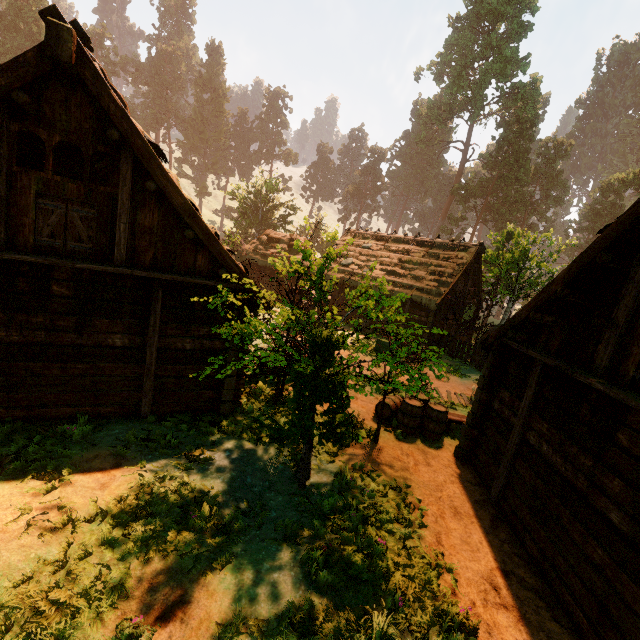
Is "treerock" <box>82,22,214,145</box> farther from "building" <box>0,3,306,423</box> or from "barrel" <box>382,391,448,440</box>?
"barrel" <box>382,391,448,440</box>

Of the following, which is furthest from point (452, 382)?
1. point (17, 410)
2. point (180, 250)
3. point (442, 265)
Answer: point (17, 410)

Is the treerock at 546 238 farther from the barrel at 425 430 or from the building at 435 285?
the barrel at 425 430

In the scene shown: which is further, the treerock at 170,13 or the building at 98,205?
the treerock at 170,13

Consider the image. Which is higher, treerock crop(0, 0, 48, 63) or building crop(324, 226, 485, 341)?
treerock crop(0, 0, 48, 63)

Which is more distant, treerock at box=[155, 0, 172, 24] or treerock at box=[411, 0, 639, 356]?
treerock at box=[155, 0, 172, 24]

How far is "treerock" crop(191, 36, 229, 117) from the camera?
57.3 meters
